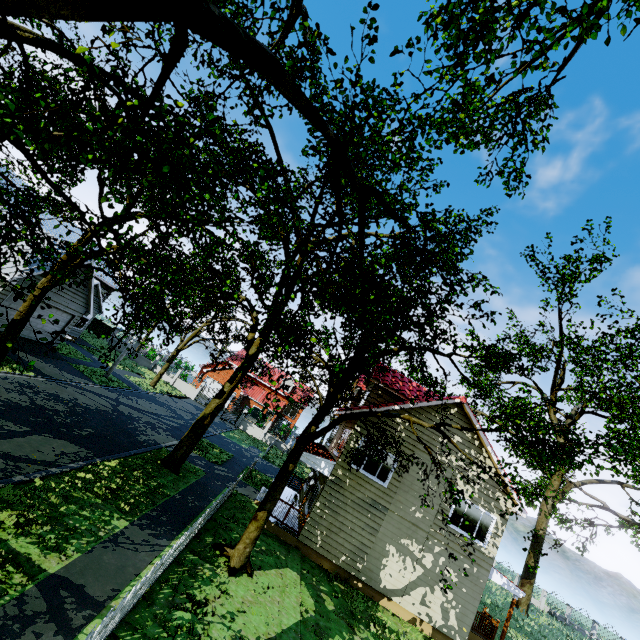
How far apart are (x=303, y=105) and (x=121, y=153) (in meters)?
5.08

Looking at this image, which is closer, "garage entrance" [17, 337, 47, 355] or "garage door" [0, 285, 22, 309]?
"garage door" [0, 285, 22, 309]

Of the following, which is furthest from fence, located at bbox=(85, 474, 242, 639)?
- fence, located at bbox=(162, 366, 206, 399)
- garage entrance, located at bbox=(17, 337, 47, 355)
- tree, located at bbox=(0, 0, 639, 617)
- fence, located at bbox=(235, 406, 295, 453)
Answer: fence, located at bbox=(162, 366, 206, 399)

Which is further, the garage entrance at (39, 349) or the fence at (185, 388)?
the fence at (185, 388)

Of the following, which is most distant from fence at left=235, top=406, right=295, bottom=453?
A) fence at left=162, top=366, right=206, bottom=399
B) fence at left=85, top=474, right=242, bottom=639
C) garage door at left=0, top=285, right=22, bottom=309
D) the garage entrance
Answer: garage door at left=0, top=285, right=22, bottom=309

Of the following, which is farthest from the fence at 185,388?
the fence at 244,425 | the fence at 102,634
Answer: the fence at 102,634

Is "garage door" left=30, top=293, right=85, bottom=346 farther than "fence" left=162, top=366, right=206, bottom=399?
No

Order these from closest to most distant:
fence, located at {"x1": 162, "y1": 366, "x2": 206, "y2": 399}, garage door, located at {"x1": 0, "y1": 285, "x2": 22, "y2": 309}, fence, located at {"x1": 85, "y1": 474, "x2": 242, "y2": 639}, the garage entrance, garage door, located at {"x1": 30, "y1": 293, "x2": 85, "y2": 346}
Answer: fence, located at {"x1": 85, "y1": 474, "x2": 242, "y2": 639} → garage door, located at {"x1": 0, "y1": 285, "x2": 22, "y2": 309} → the garage entrance → garage door, located at {"x1": 30, "y1": 293, "x2": 85, "y2": 346} → fence, located at {"x1": 162, "y1": 366, "x2": 206, "y2": 399}
